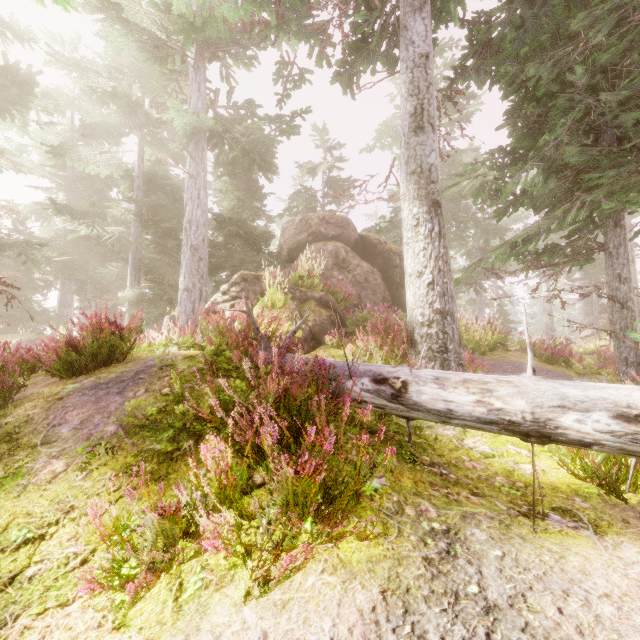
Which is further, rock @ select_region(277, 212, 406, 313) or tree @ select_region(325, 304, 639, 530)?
rock @ select_region(277, 212, 406, 313)

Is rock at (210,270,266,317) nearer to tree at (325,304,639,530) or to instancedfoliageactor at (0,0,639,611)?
instancedfoliageactor at (0,0,639,611)

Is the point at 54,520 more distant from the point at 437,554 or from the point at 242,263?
the point at 242,263

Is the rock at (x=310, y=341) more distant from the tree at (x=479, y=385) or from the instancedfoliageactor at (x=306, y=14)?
the tree at (x=479, y=385)

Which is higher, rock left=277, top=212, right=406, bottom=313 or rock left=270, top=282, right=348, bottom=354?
rock left=277, top=212, right=406, bottom=313

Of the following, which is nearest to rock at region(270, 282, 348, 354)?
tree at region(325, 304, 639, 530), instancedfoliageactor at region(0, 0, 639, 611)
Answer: instancedfoliageactor at region(0, 0, 639, 611)
